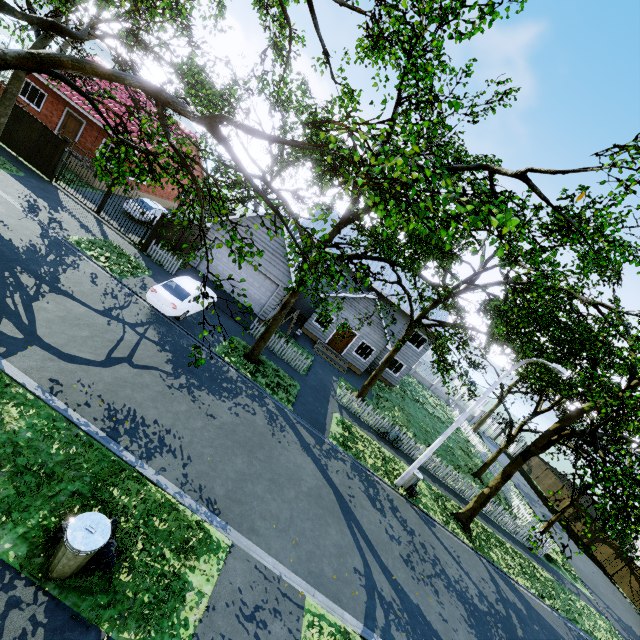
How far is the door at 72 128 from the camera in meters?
23.1 m

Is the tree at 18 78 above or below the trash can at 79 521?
above

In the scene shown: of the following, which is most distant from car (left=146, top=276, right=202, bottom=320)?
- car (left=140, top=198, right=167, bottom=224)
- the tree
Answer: car (left=140, top=198, right=167, bottom=224)

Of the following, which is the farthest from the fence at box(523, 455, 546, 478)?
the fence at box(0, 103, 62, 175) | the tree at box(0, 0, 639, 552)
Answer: the fence at box(0, 103, 62, 175)

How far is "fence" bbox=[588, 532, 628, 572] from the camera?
26.02m

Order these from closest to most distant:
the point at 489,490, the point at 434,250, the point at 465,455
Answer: the point at 434,250 < the point at 489,490 < the point at 465,455

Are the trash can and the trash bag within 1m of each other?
yes

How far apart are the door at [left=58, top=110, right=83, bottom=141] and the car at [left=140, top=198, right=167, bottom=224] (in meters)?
6.79
